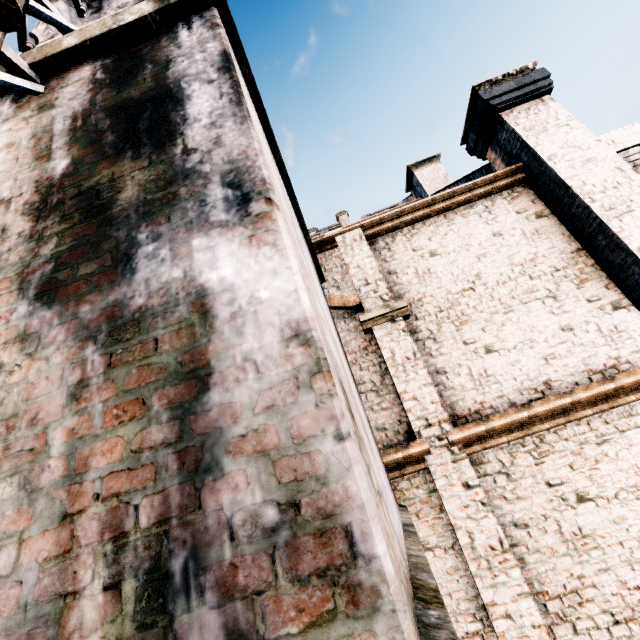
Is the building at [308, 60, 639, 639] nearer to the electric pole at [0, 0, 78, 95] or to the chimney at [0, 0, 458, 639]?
the chimney at [0, 0, 458, 639]

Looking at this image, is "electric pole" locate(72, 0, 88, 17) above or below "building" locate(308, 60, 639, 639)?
above

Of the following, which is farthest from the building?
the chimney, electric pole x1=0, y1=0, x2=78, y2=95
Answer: electric pole x1=0, y1=0, x2=78, y2=95

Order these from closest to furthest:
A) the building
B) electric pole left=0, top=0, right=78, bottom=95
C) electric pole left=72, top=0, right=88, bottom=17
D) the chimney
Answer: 1. the chimney
2. electric pole left=0, top=0, right=78, bottom=95
3. the building
4. electric pole left=72, top=0, right=88, bottom=17

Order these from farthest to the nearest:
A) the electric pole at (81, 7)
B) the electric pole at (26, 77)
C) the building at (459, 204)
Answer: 1. the electric pole at (81, 7)
2. the building at (459, 204)
3. the electric pole at (26, 77)

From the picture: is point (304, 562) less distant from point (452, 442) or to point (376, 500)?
point (376, 500)

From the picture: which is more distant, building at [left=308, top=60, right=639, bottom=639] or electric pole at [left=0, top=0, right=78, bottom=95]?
building at [left=308, top=60, right=639, bottom=639]

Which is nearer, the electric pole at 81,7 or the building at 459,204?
the building at 459,204
